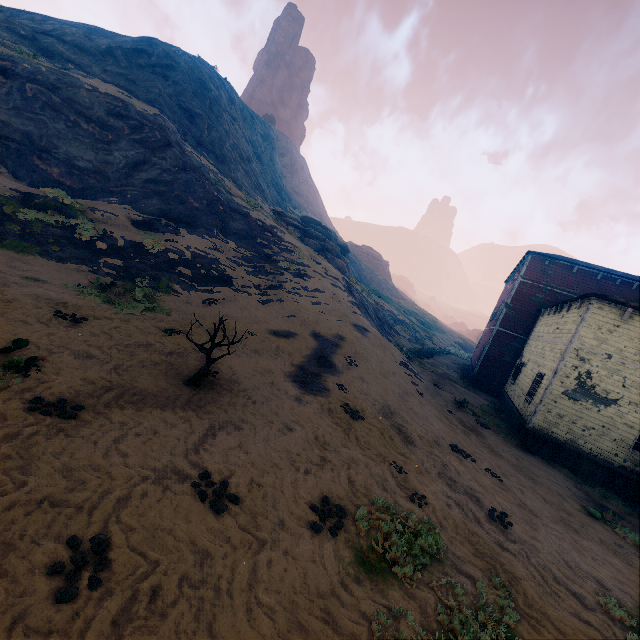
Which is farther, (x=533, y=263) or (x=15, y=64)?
(x=533, y=263)

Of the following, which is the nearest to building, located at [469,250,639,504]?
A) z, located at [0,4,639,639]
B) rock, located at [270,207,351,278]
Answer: z, located at [0,4,639,639]

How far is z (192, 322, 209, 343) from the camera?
11.24m

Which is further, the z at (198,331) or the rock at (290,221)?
the rock at (290,221)

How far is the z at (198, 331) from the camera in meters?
11.2

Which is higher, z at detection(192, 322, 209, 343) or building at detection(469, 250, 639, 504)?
building at detection(469, 250, 639, 504)
